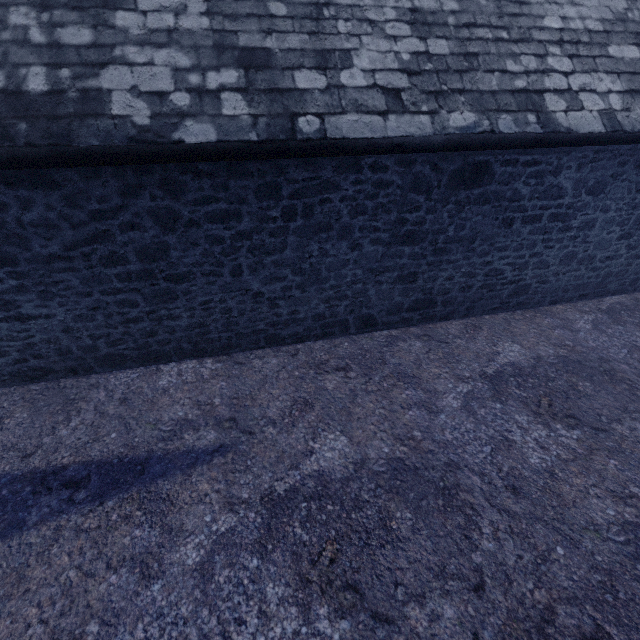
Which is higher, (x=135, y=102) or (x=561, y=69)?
(x=561, y=69)
